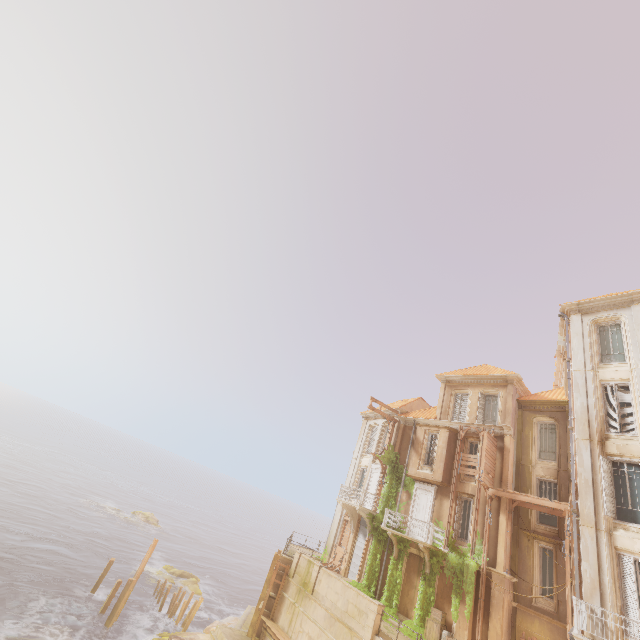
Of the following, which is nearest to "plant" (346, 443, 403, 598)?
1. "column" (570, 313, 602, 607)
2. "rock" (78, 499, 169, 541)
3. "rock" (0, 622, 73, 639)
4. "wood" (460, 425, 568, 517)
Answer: "wood" (460, 425, 568, 517)

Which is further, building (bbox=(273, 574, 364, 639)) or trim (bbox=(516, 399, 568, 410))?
trim (bbox=(516, 399, 568, 410))

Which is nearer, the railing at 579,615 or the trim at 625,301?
the railing at 579,615

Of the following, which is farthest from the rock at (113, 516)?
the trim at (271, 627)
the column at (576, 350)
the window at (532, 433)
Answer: the column at (576, 350)

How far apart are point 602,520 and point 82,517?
59.7m

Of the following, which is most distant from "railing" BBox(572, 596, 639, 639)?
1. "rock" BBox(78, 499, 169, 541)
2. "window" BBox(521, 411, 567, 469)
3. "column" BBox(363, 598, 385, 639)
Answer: "rock" BBox(78, 499, 169, 541)

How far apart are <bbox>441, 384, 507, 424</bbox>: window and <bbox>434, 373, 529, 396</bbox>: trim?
0.0m

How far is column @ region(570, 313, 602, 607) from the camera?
13.1 meters
